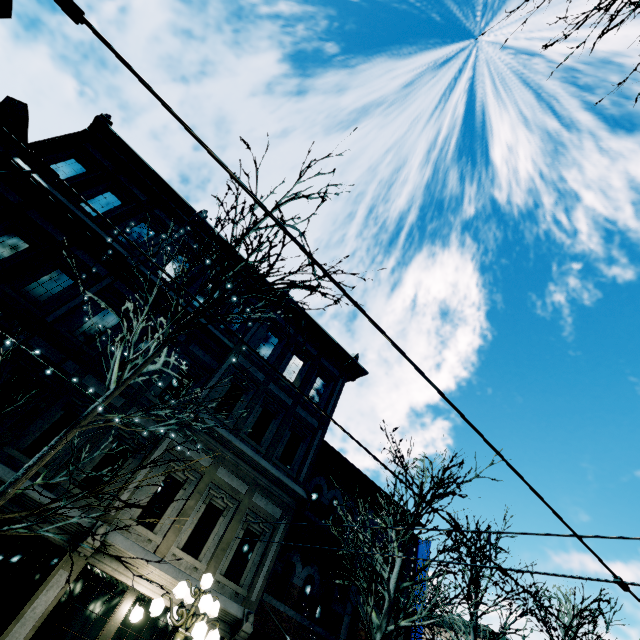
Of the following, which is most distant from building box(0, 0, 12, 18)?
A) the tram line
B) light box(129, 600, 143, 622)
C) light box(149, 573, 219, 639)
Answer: the tram line

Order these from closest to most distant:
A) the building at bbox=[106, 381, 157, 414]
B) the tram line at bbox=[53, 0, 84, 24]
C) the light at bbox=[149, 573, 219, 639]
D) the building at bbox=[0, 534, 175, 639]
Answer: the tram line at bbox=[53, 0, 84, 24] → the light at bbox=[149, 573, 219, 639] → the building at bbox=[0, 534, 175, 639] → the building at bbox=[106, 381, 157, 414]

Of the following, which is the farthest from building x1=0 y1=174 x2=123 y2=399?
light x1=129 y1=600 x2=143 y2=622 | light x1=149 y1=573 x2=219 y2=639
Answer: light x1=149 y1=573 x2=219 y2=639

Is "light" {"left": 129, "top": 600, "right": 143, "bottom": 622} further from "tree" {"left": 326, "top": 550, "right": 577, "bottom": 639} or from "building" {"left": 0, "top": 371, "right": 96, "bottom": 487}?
"tree" {"left": 326, "top": 550, "right": 577, "bottom": 639}

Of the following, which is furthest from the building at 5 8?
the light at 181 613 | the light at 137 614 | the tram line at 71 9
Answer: the tram line at 71 9

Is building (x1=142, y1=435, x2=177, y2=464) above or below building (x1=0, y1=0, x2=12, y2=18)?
below

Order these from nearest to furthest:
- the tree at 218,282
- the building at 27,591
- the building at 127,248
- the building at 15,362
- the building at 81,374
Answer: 1. the tree at 218,282
2. the building at 27,591
3. the building at 15,362
4. the building at 81,374
5. the building at 127,248

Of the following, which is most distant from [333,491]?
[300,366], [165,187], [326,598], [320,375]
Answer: [165,187]
